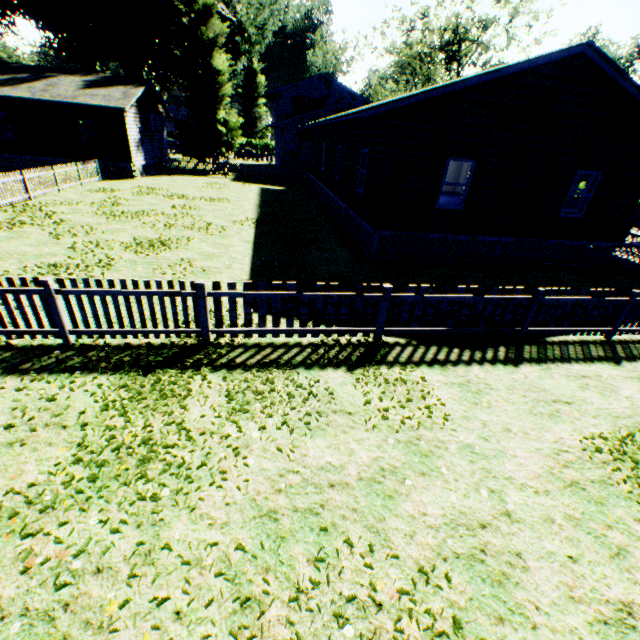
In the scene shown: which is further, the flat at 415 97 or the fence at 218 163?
the fence at 218 163

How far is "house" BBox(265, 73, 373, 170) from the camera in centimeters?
2944cm

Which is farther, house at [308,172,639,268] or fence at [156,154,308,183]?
fence at [156,154,308,183]

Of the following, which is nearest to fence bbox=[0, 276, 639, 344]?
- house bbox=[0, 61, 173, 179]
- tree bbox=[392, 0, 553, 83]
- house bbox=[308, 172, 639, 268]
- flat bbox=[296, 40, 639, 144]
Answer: house bbox=[0, 61, 173, 179]

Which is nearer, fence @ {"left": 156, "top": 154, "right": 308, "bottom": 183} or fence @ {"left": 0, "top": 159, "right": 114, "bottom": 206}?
fence @ {"left": 0, "top": 159, "right": 114, "bottom": 206}

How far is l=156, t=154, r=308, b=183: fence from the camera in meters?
28.5 m

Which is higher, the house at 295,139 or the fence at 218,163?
the house at 295,139

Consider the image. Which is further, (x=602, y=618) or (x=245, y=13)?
(x=245, y=13)
